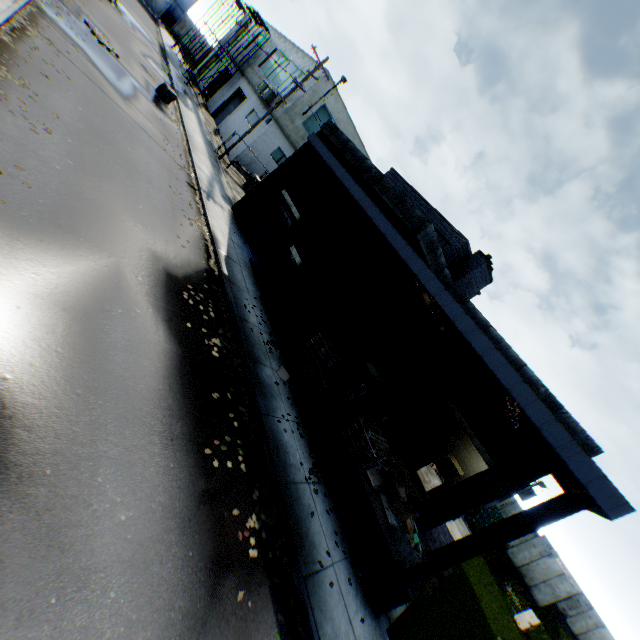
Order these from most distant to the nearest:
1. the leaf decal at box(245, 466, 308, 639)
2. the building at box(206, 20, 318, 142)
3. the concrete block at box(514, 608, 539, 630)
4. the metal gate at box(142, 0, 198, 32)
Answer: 1. the metal gate at box(142, 0, 198, 32)
2. the building at box(206, 20, 318, 142)
3. the concrete block at box(514, 608, 539, 630)
4. the leaf decal at box(245, 466, 308, 639)

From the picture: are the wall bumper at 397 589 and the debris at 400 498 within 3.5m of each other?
yes

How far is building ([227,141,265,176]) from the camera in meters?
25.9

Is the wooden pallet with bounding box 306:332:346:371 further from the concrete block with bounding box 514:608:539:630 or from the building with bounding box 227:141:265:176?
the building with bounding box 227:141:265:176

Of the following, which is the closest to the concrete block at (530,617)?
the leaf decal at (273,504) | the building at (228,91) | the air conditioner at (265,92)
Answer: the leaf decal at (273,504)

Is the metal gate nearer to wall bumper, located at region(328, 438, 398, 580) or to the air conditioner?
the air conditioner

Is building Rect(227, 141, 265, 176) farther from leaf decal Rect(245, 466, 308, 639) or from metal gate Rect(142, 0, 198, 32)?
leaf decal Rect(245, 466, 308, 639)

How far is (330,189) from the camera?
14.7 meters
